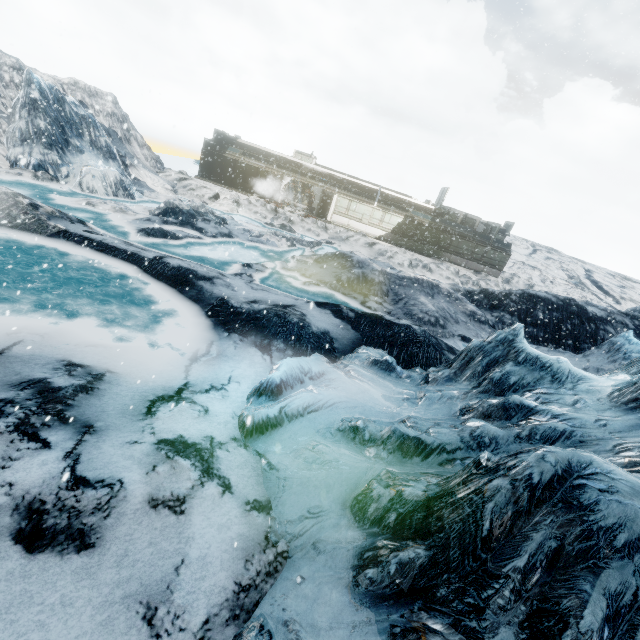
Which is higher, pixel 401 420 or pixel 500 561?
pixel 500 561
